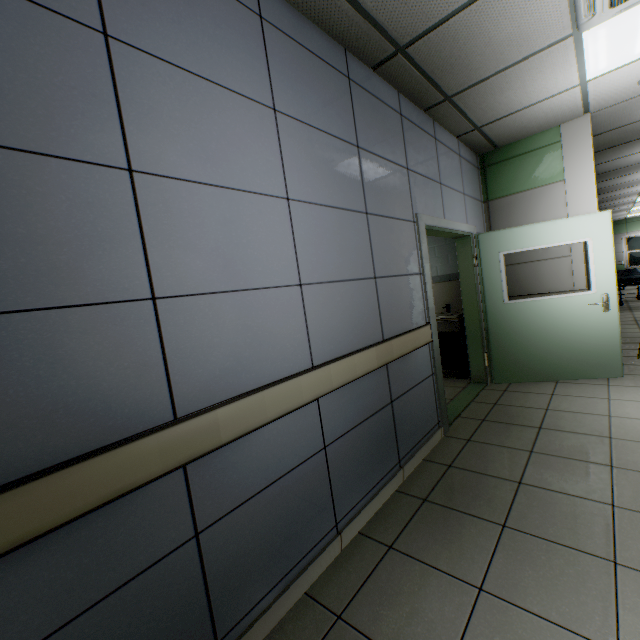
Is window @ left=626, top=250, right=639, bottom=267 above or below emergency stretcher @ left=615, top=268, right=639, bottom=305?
above

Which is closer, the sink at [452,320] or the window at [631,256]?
the sink at [452,320]

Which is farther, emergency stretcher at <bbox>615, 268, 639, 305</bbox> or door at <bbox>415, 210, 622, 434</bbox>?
emergency stretcher at <bbox>615, 268, 639, 305</bbox>

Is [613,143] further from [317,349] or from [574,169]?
[317,349]

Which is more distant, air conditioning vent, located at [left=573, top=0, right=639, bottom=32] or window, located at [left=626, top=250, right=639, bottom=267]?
window, located at [left=626, top=250, right=639, bottom=267]

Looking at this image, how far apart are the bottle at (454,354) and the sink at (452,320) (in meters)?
0.03

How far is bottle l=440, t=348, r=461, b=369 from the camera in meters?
5.0 m

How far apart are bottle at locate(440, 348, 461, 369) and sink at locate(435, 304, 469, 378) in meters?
0.0 m
